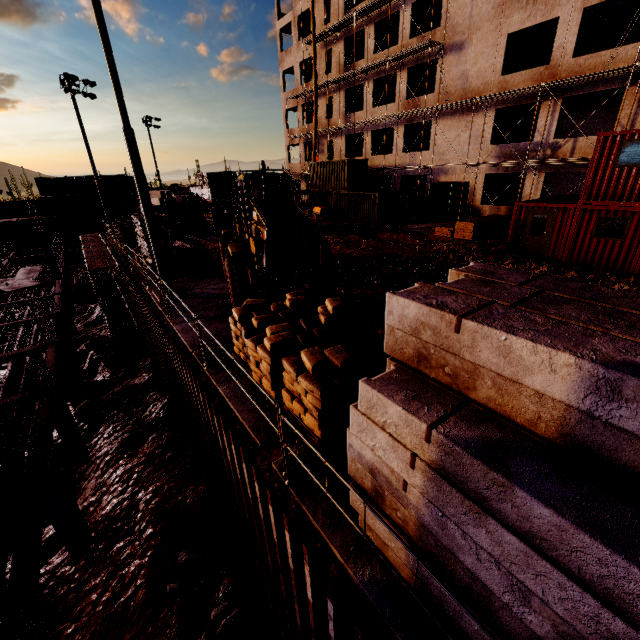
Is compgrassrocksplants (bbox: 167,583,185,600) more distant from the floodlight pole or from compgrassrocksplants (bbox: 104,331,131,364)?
compgrassrocksplants (bbox: 104,331,131,364)

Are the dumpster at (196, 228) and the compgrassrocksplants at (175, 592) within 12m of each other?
no

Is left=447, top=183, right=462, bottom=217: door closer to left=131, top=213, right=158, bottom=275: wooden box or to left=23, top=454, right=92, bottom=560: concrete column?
left=131, top=213, right=158, bottom=275: wooden box

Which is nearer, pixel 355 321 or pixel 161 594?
pixel 355 321

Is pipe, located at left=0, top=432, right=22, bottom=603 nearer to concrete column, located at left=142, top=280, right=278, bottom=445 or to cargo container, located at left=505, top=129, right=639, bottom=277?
concrete column, located at left=142, top=280, right=278, bottom=445

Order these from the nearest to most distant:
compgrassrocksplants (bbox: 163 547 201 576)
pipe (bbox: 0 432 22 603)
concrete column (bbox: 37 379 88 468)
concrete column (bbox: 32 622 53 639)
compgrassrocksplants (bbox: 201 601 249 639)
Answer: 1. concrete column (bbox: 32 622 53 639)
2. compgrassrocksplants (bbox: 201 601 249 639)
3. compgrassrocksplants (bbox: 163 547 201 576)
4. pipe (bbox: 0 432 22 603)
5. concrete column (bbox: 37 379 88 468)

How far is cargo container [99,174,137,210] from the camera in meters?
50.1

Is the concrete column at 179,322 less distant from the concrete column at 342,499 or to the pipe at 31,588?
the concrete column at 342,499
